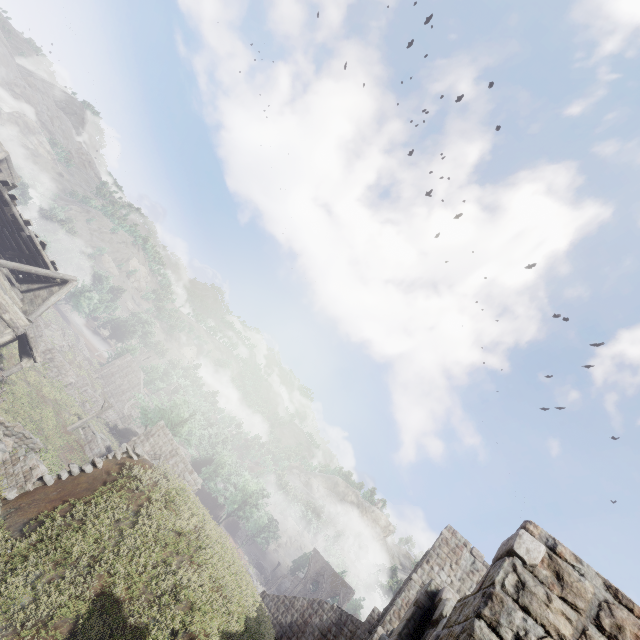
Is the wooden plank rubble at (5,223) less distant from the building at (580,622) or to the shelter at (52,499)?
the building at (580,622)

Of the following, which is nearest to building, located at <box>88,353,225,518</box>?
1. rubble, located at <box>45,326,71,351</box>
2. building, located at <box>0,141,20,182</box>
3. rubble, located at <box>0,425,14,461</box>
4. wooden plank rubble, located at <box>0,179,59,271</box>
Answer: rubble, located at <box>45,326,71,351</box>

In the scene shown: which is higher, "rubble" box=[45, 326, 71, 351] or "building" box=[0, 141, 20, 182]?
"building" box=[0, 141, 20, 182]

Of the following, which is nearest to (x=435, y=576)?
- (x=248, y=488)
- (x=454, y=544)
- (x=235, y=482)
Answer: (x=454, y=544)

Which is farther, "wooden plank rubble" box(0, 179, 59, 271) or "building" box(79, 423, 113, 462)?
"building" box(79, 423, 113, 462)

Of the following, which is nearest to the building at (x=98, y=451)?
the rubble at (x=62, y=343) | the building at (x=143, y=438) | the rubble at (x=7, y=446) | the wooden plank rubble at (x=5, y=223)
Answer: the wooden plank rubble at (x=5, y=223)

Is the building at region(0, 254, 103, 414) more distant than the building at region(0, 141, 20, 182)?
No

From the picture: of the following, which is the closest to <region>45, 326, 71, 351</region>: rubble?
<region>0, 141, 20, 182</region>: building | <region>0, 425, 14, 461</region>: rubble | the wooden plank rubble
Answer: <region>0, 141, 20, 182</region>: building
